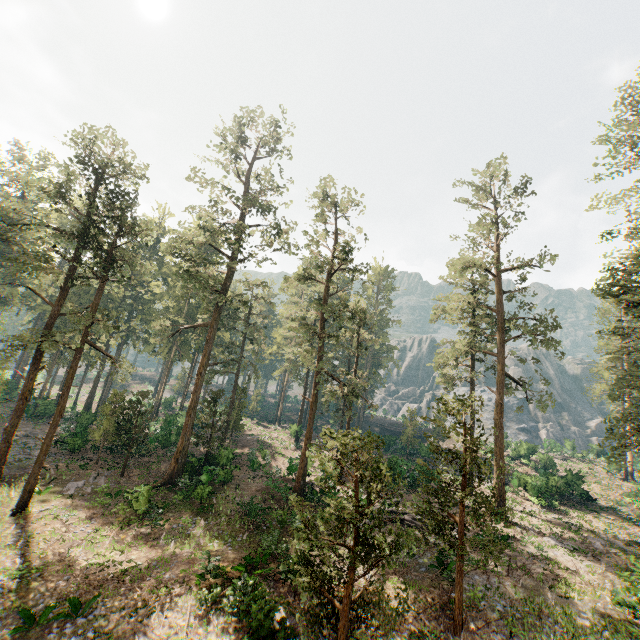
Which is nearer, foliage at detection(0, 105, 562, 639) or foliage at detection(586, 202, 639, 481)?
foliage at detection(0, 105, 562, 639)

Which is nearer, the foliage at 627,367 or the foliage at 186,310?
the foliage at 186,310

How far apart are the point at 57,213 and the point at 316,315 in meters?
49.6
